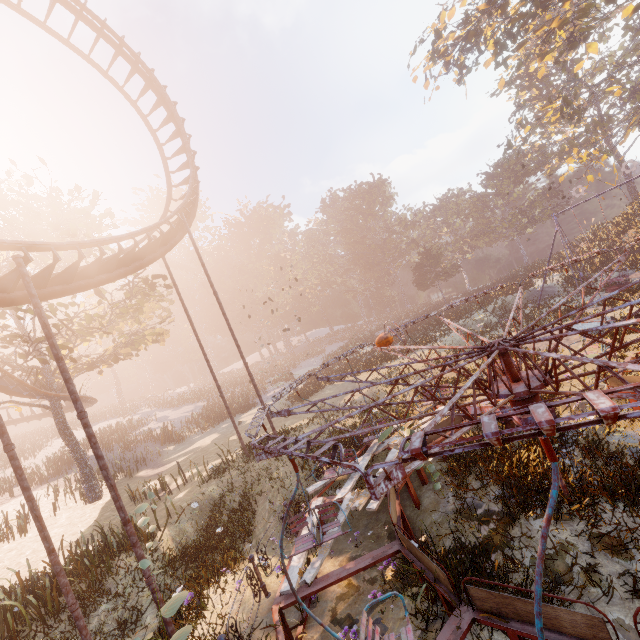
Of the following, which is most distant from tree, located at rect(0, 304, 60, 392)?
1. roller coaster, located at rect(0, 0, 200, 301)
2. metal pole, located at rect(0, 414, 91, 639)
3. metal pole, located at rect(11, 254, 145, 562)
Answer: metal pole, located at rect(11, 254, 145, 562)

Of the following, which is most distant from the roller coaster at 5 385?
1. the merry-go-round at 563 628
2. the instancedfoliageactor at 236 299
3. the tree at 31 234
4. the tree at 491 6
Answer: the tree at 491 6

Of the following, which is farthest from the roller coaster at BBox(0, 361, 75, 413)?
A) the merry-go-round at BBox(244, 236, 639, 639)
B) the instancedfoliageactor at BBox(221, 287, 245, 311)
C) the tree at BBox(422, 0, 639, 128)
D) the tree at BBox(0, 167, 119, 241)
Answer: the tree at BBox(422, 0, 639, 128)

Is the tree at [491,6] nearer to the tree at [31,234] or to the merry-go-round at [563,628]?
the merry-go-round at [563,628]

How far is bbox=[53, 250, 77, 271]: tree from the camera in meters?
19.2

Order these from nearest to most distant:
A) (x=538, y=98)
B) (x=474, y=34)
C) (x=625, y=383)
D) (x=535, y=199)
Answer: (x=625, y=383) → (x=474, y=34) → (x=538, y=98) → (x=535, y=199)

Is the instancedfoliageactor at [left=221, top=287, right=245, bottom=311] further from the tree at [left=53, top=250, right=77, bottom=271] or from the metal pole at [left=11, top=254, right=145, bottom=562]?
the metal pole at [left=11, top=254, right=145, bottom=562]

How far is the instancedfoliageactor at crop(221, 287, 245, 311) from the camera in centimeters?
5721cm
